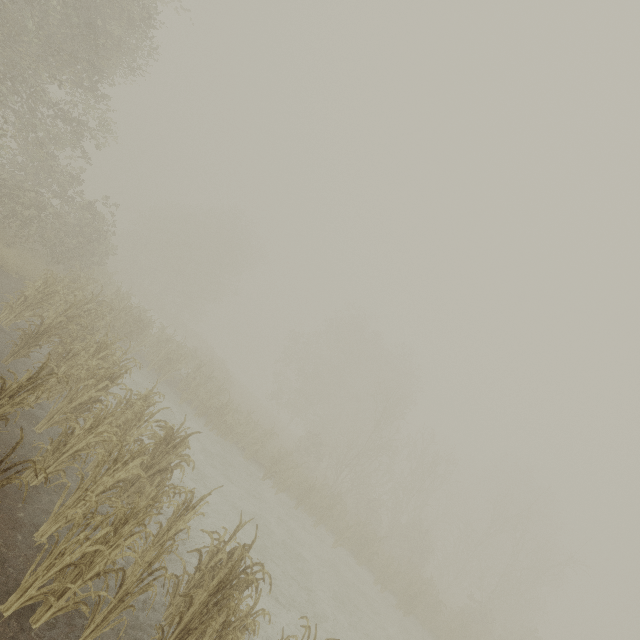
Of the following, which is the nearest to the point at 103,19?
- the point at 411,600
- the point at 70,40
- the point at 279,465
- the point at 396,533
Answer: the point at 70,40
